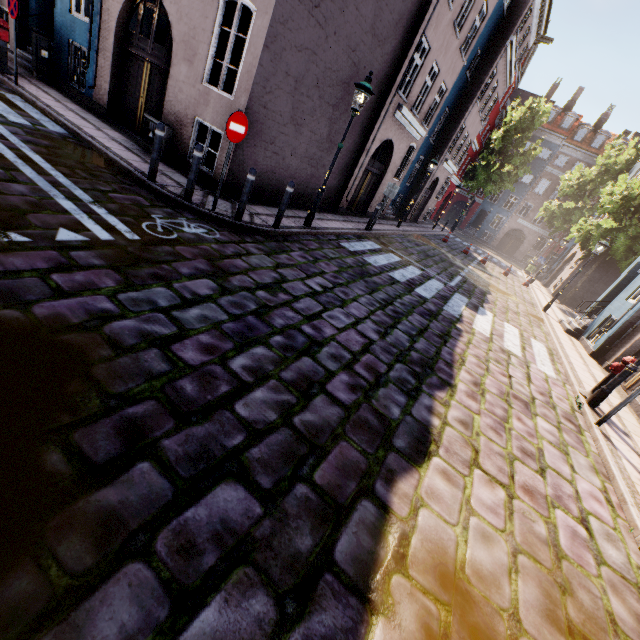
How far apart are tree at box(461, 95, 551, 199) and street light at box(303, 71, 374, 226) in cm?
3040

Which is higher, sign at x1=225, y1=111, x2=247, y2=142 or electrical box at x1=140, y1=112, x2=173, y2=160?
sign at x1=225, y1=111, x2=247, y2=142

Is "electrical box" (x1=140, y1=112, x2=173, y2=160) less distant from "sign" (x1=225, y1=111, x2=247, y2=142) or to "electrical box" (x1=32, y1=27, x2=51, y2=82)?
"sign" (x1=225, y1=111, x2=247, y2=142)

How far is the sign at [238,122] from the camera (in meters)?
5.92

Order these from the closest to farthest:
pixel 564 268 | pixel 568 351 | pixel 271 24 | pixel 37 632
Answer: pixel 37 632 < pixel 271 24 < pixel 568 351 < pixel 564 268

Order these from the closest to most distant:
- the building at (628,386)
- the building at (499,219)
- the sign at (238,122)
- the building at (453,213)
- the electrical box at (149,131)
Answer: the sign at (238,122), the electrical box at (149,131), the building at (628,386), the building at (499,219), the building at (453,213)

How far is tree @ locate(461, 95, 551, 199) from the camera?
29.6m

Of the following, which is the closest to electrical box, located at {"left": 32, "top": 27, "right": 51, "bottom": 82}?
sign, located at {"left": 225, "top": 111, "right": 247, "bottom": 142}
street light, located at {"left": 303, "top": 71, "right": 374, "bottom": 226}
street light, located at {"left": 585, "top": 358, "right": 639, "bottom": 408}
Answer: sign, located at {"left": 225, "top": 111, "right": 247, "bottom": 142}
